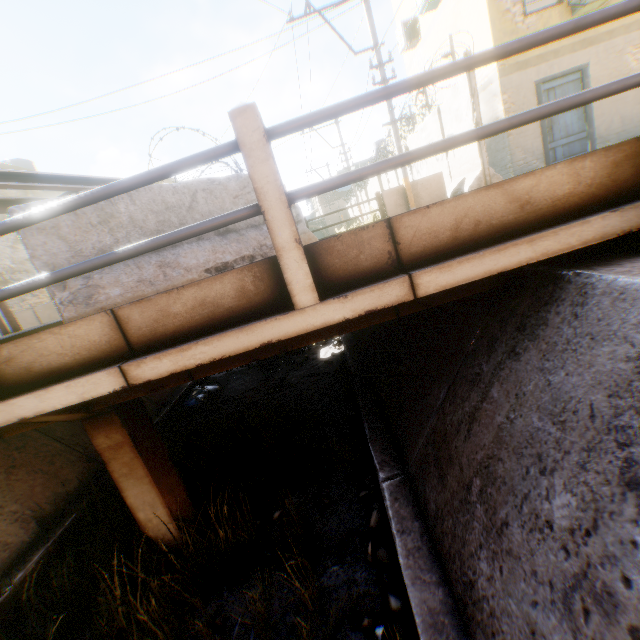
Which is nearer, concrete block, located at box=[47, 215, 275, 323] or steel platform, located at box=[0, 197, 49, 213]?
concrete block, located at box=[47, 215, 275, 323]

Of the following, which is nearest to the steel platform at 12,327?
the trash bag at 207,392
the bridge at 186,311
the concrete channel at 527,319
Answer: the bridge at 186,311

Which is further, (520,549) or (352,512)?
(352,512)

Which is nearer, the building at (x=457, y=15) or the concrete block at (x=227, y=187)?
the concrete block at (x=227, y=187)

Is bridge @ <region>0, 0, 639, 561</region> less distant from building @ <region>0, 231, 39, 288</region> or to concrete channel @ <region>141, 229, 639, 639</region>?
concrete channel @ <region>141, 229, 639, 639</region>

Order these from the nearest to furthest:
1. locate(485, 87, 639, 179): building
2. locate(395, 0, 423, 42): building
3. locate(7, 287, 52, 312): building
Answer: locate(485, 87, 639, 179): building → locate(395, 0, 423, 42): building → locate(7, 287, 52, 312): building

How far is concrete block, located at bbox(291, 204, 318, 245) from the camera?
8.2m

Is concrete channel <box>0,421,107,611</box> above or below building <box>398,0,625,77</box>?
below
